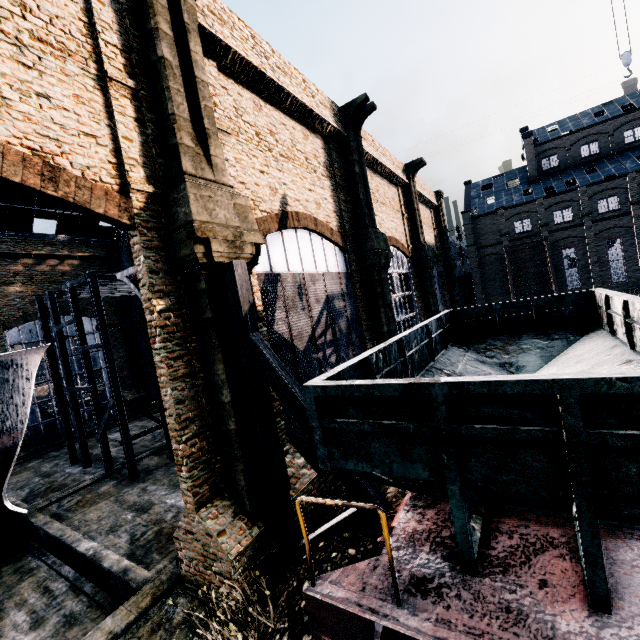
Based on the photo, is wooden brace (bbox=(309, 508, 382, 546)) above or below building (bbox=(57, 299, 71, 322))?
below

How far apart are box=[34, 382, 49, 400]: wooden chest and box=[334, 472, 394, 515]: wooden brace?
63.7m

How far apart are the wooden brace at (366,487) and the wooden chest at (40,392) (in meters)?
63.66

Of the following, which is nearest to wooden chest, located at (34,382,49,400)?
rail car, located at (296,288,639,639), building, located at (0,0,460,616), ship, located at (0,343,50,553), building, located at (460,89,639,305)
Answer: building, located at (0,0,460,616)

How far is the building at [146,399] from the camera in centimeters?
3400cm

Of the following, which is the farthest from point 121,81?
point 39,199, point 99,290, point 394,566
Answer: point 39,199

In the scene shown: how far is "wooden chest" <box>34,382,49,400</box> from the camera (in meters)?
53.22
